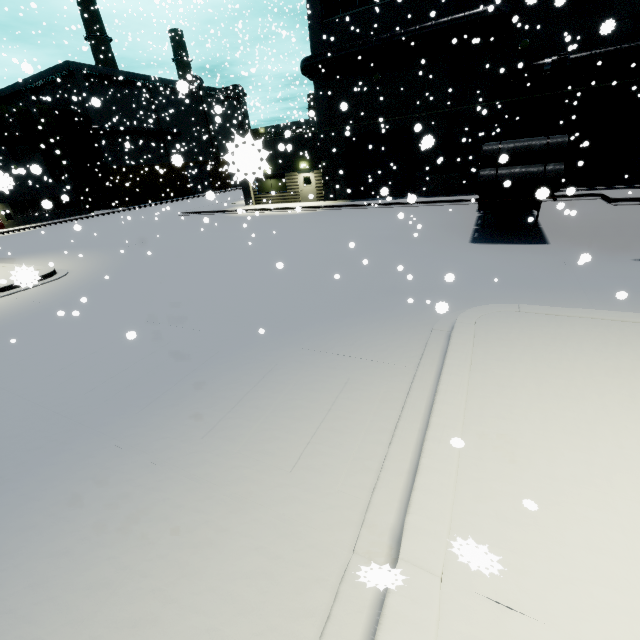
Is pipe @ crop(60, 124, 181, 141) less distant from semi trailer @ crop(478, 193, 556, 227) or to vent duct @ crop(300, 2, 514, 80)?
vent duct @ crop(300, 2, 514, 80)

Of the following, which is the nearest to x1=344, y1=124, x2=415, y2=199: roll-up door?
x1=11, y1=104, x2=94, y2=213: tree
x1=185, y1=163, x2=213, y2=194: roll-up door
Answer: x1=185, y1=163, x2=213, y2=194: roll-up door

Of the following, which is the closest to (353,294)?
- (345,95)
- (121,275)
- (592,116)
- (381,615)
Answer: (381,615)

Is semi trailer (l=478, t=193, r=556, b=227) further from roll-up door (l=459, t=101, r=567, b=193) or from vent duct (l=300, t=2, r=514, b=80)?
vent duct (l=300, t=2, r=514, b=80)

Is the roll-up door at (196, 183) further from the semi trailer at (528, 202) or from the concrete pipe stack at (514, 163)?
the concrete pipe stack at (514, 163)

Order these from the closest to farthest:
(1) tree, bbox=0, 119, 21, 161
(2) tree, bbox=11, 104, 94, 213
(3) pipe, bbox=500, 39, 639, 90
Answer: (3) pipe, bbox=500, 39, 639, 90 → (1) tree, bbox=0, 119, 21, 161 → (2) tree, bbox=11, 104, 94, 213

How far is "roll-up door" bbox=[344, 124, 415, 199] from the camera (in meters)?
21.67

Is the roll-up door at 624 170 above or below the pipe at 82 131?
below
